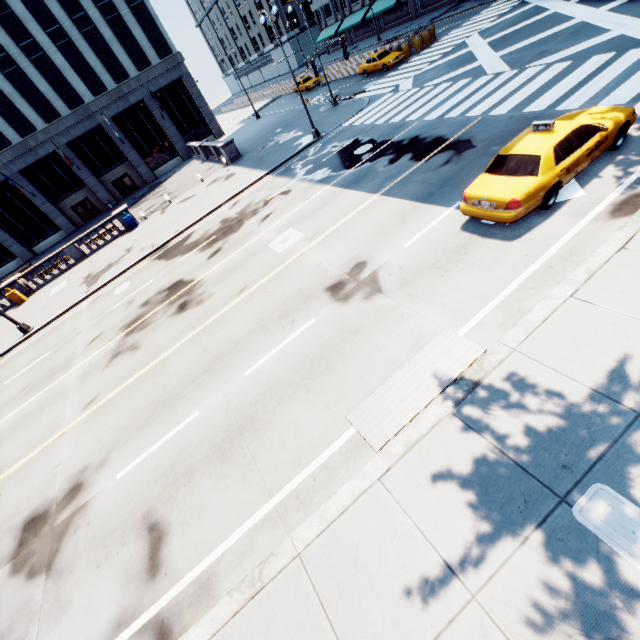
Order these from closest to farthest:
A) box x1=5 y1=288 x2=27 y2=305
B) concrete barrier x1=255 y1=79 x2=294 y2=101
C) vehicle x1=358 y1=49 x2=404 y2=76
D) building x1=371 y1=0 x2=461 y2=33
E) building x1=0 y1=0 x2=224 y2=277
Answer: box x1=5 y1=288 x2=27 y2=305 → vehicle x1=358 y1=49 x2=404 y2=76 → building x1=0 y1=0 x2=224 y2=277 → building x1=371 y1=0 x2=461 y2=33 → concrete barrier x1=255 y1=79 x2=294 y2=101

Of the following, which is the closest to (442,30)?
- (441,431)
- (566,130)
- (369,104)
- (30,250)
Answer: (369,104)

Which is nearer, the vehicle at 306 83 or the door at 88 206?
the vehicle at 306 83

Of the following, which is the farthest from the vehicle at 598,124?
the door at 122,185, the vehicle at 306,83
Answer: the door at 122,185

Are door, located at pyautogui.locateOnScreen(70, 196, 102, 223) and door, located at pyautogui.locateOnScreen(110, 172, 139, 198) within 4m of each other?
yes

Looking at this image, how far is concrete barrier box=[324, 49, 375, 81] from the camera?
35.97m

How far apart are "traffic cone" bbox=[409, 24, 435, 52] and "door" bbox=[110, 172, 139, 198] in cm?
3736
